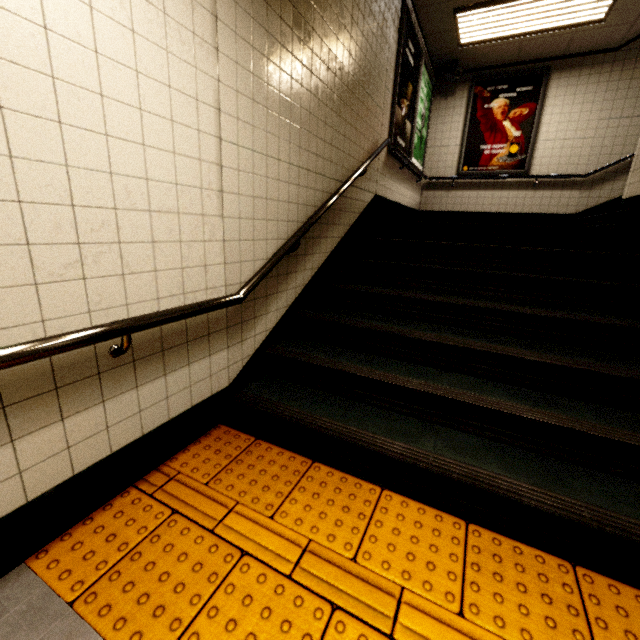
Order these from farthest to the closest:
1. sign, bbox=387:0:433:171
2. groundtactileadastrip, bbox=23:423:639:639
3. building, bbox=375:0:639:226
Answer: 1. building, bbox=375:0:639:226
2. sign, bbox=387:0:433:171
3. groundtactileadastrip, bbox=23:423:639:639

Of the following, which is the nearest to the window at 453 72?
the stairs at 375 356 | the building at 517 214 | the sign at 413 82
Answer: the building at 517 214

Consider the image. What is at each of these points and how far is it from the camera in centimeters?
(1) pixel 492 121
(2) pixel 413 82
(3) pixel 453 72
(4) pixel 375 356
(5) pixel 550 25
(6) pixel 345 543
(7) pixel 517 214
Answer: (1) sign, 631cm
(2) sign, 514cm
(3) window, 593cm
(4) stairs, 263cm
(5) fluorescent light, 483cm
(6) groundtactileadastrip, 155cm
(7) building, 649cm

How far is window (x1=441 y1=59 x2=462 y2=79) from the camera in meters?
5.9 m

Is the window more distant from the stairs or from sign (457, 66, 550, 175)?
the stairs

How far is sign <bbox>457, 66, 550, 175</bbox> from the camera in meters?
6.0

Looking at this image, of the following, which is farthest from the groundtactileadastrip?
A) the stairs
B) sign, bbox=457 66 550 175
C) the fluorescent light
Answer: sign, bbox=457 66 550 175

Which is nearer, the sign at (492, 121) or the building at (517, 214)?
the building at (517, 214)
